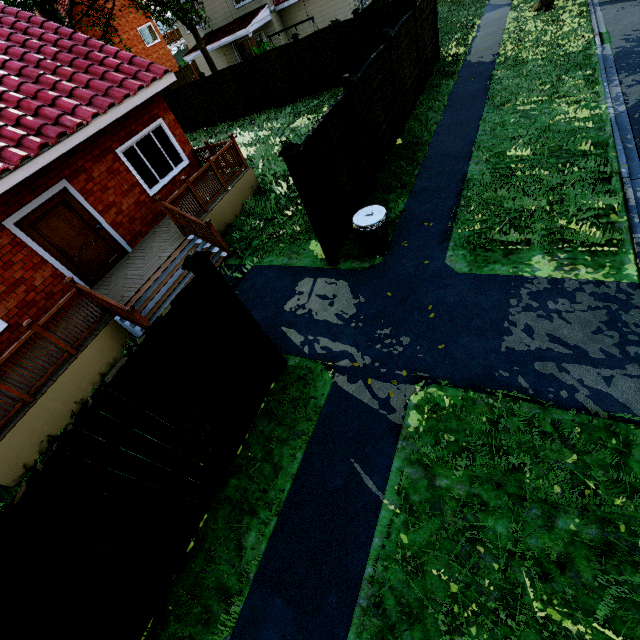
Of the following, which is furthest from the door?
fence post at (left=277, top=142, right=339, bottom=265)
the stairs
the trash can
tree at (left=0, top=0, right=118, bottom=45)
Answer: tree at (left=0, top=0, right=118, bottom=45)

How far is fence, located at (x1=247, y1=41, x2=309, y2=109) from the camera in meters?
15.2 m

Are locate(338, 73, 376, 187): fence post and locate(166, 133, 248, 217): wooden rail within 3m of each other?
no

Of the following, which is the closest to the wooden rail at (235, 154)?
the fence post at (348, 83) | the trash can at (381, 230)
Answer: the fence post at (348, 83)

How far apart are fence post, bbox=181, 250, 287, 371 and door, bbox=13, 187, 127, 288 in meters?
6.2 m

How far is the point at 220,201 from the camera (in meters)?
9.61

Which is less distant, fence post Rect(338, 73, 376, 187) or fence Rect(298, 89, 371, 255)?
fence Rect(298, 89, 371, 255)

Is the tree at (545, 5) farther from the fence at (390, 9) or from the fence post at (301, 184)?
the fence post at (301, 184)
